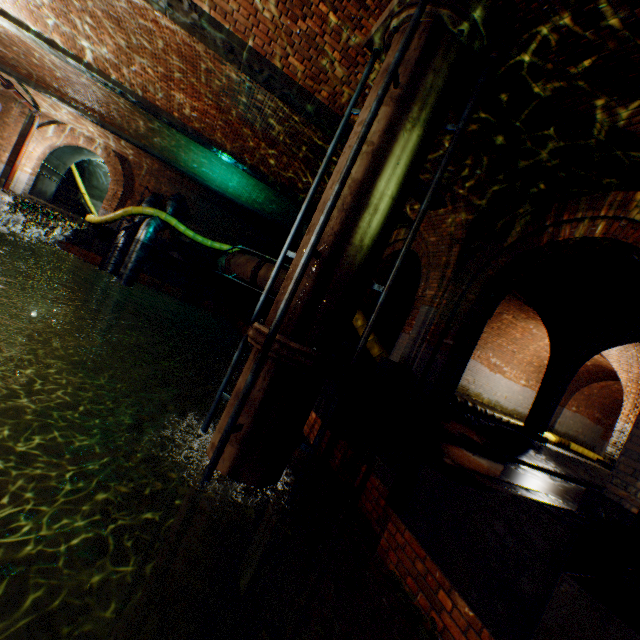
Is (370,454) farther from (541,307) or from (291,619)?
(541,307)

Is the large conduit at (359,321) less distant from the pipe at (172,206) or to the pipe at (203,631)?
the pipe at (172,206)

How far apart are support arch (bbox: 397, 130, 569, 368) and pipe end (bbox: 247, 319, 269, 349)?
3.4m

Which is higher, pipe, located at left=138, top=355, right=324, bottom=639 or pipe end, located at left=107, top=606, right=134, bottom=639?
pipe, located at left=138, top=355, right=324, bottom=639

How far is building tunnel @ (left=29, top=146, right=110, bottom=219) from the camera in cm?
1839

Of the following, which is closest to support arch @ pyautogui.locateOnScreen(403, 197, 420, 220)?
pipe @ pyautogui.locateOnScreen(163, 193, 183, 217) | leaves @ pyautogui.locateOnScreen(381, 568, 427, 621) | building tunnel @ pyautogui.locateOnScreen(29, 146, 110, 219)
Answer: leaves @ pyautogui.locateOnScreen(381, 568, 427, 621)

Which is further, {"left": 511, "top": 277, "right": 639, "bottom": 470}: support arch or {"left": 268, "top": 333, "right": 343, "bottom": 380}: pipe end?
{"left": 511, "top": 277, "right": 639, "bottom": 470}: support arch

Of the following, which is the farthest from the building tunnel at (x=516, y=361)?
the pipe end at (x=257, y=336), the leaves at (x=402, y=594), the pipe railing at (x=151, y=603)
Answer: the pipe railing at (x=151, y=603)
